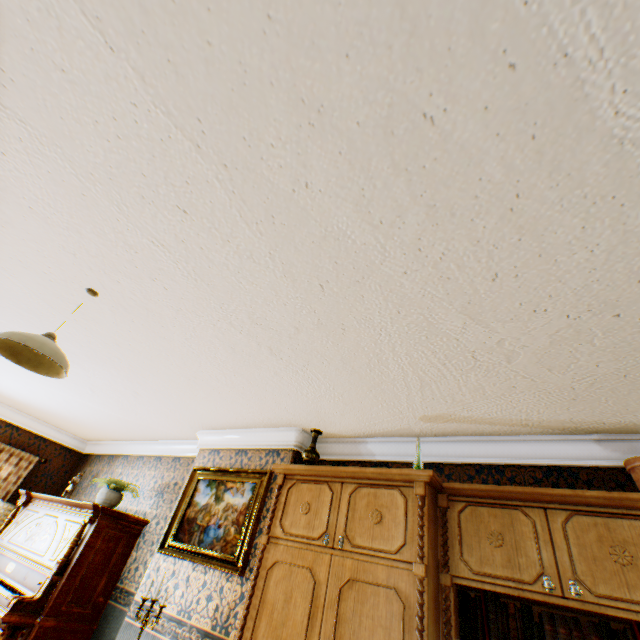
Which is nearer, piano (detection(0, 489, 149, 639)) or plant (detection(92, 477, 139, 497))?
piano (detection(0, 489, 149, 639))

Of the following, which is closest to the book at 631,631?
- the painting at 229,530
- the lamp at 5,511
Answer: the painting at 229,530

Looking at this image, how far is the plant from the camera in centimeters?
469cm

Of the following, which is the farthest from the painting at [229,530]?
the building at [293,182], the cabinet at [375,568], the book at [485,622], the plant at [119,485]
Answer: the book at [485,622]

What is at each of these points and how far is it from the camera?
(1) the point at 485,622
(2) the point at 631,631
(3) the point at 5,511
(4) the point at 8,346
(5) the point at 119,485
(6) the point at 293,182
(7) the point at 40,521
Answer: (1) book, 2.0m
(2) book, 1.7m
(3) lamp, 5.4m
(4) ceiling light, 2.2m
(5) plant, 4.8m
(6) building, 1.5m
(7) piano, 4.8m

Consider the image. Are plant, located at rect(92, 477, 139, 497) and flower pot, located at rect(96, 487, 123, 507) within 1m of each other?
yes

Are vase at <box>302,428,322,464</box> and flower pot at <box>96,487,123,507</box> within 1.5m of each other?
no

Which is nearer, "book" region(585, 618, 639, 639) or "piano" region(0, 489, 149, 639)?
"book" region(585, 618, 639, 639)
